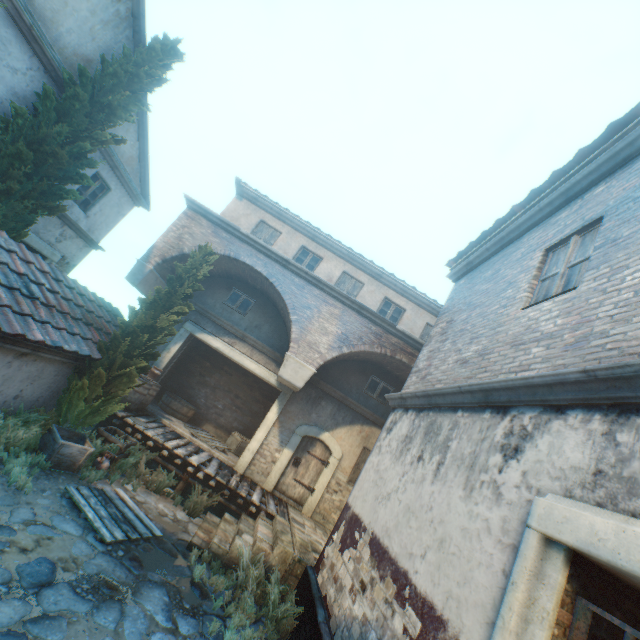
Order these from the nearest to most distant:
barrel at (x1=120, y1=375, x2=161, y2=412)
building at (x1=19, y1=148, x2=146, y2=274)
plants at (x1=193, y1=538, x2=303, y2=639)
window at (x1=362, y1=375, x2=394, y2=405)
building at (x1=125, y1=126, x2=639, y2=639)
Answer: building at (x1=125, y1=126, x2=639, y2=639) < plants at (x1=193, y1=538, x2=303, y2=639) < barrel at (x1=120, y1=375, x2=161, y2=412) < building at (x1=19, y1=148, x2=146, y2=274) < window at (x1=362, y1=375, x2=394, y2=405)

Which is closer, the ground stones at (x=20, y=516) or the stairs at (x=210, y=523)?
the ground stones at (x=20, y=516)

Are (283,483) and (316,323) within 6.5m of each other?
yes

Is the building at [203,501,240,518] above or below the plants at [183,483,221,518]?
below

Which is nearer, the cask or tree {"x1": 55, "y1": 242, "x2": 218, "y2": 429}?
tree {"x1": 55, "y1": 242, "x2": 218, "y2": 429}

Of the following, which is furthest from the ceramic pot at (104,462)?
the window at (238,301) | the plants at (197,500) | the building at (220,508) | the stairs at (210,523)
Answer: the window at (238,301)

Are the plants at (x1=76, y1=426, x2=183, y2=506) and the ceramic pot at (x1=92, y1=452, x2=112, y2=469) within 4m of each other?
yes

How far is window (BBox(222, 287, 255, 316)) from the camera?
12.0 meters
